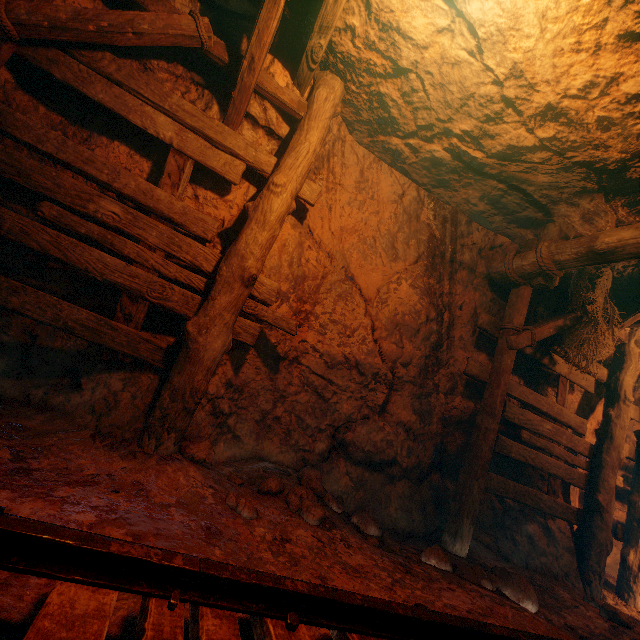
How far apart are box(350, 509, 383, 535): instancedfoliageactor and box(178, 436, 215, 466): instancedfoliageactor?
1.7m

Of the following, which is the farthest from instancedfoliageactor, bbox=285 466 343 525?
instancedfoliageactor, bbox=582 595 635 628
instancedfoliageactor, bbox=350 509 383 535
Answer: instancedfoliageactor, bbox=582 595 635 628

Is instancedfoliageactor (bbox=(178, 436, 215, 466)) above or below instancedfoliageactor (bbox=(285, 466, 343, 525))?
above

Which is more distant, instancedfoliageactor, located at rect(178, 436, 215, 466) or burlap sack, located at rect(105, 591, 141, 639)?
instancedfoliageactor, located at rect(178, 436, 215, 466)

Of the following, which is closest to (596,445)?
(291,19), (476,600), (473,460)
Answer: (473,460)

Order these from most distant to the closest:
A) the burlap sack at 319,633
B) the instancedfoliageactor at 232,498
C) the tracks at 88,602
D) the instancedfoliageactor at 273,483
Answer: the instancedfoliageactor at 273,483 < the instancedfoliageactor at 232,498 < the burlap sack at 319,633 < the tracks at 88,602

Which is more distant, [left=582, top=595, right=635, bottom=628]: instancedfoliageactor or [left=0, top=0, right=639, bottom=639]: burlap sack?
[left=582, top=595, right=635, bottom=628]: instancedfoliageactor

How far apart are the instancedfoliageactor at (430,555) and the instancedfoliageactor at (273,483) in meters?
1.1 m
